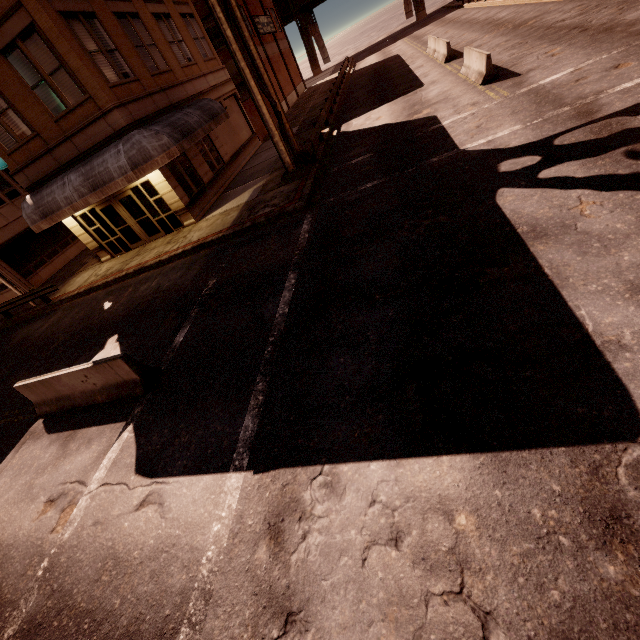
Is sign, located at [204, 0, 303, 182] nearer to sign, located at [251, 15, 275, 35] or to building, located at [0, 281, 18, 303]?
building, located at [0, 281, 18, 303]

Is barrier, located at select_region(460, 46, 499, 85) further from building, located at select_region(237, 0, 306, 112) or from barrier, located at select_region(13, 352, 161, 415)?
barrier, located at select_region(13, 352, 161, 415)

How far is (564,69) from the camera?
10.9 meters

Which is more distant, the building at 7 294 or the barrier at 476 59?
the building at 7 294

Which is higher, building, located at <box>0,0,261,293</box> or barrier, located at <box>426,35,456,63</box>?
building, located at <box>0,0,261,293</box>

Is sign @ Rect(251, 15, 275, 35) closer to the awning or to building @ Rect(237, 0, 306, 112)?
building @ Rect(237, 0, 306, 112)

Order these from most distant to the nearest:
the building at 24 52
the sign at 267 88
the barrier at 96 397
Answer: the building at 24 52 < the sign at 267 88 < the barrier at 96 397

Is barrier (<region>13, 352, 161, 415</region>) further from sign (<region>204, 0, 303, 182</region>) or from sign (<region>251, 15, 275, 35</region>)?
sign (<region>251, 15, 275, 35</region>)
